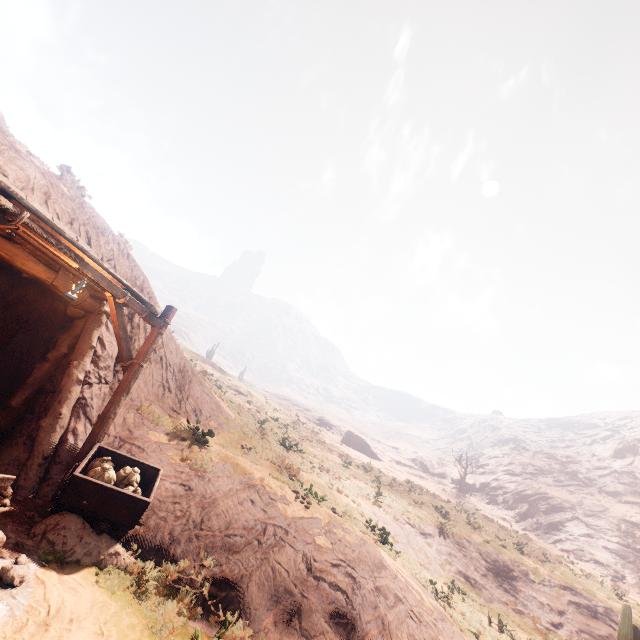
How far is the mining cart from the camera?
5.9m

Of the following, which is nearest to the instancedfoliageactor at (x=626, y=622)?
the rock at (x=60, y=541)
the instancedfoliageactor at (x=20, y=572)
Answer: the rock at (x=60, y=541)

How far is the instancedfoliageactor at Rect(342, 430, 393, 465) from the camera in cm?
4994

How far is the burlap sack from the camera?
6.2m

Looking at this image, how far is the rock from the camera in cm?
534

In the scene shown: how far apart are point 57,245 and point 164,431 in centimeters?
599cm

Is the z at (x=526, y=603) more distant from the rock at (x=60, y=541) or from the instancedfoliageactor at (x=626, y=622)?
the rock at (x=60, y=541)

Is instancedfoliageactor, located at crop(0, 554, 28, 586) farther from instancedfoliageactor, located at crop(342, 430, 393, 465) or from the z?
the z
